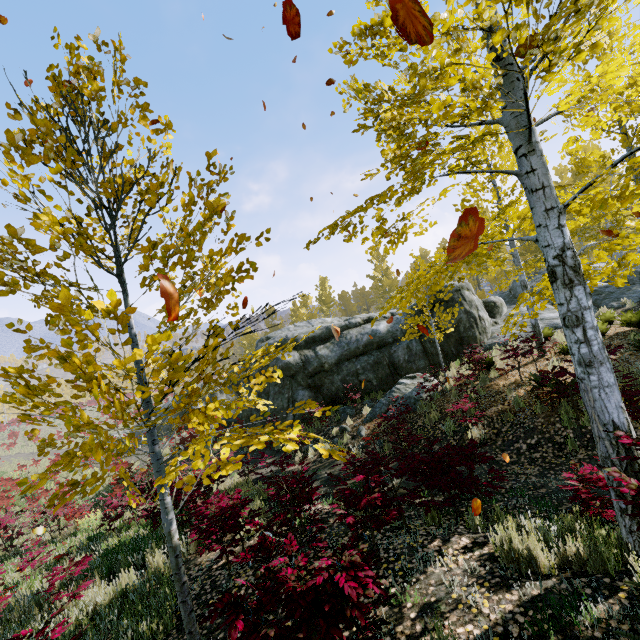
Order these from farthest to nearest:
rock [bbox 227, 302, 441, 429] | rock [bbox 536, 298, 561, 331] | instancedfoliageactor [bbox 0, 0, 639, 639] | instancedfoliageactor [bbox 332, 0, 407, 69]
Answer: rock [bbox 536, 298, 561, 331] → rock [bbox 227, 302, 441, 429] → instancedfoliageactor [bbox 332, 0, 407, 69] → instancedfoliageactor [bbox 0, 0, 639, 639]

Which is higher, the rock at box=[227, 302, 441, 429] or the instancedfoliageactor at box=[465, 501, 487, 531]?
the rock at box=[227, 302, 441, 429]

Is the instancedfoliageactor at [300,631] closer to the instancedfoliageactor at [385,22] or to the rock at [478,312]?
the instancedfoliageactor at [385,22]

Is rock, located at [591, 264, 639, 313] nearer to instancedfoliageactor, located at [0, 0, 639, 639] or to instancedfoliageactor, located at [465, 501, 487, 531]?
instancedfoliageactor, located at [465, 501, 487, 531]

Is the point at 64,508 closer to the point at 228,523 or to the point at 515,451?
the point at 228,523
